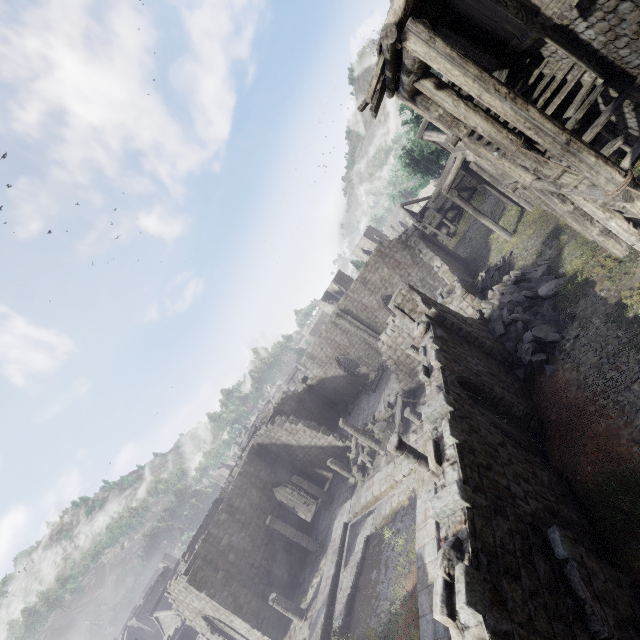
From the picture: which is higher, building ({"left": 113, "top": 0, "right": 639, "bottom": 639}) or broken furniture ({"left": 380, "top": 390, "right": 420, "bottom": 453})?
broken furniture ({"left": 380, "top": 390, "right": 420, "bottom": 453})

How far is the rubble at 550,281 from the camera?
11.80m

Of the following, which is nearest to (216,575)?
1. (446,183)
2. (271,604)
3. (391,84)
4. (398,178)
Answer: (271,604)

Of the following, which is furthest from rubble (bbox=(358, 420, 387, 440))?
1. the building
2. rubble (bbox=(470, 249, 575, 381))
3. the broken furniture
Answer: rubble (bbox=(470, 249, 575, 381))

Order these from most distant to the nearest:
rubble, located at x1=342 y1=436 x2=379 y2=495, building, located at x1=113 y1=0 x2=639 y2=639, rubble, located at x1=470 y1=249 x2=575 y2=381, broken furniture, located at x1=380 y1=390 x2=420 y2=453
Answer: rubble, located at x1=342 y1=436 x2=379 y2=495 < broken furniture, located at x1=380 y1=390 x2=420 y2=453 < rubble, located at x1=470 y1=249 x2=575 y2=381 < building, located at x1=113 y1=0 x2=639 y2=639

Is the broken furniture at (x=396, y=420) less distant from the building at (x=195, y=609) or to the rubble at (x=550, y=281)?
the building at (x=195, y=609)

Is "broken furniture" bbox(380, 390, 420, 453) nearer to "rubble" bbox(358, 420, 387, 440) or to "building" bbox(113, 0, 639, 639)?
"building" bbox(113, 0, 639, 639)
